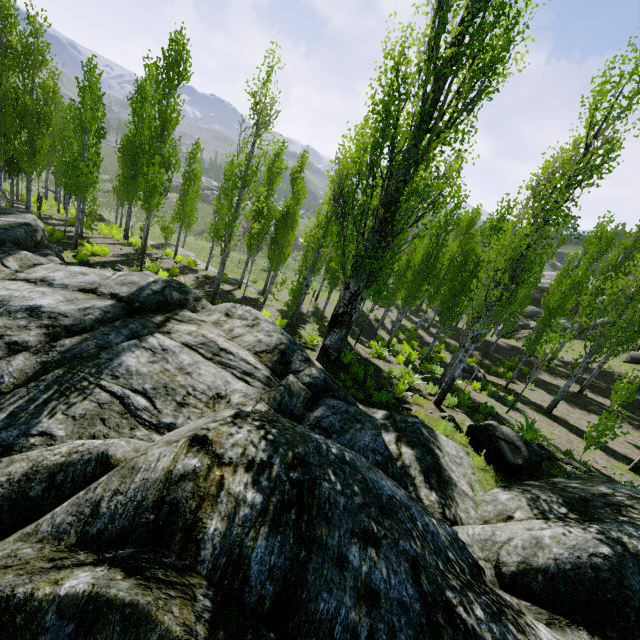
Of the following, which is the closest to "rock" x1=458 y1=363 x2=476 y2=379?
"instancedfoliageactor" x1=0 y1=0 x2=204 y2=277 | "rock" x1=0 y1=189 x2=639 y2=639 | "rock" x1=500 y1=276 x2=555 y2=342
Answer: "instancedfoliageactor" x1=0 y1=0 x2=204 y2=277

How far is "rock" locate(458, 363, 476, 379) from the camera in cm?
1846

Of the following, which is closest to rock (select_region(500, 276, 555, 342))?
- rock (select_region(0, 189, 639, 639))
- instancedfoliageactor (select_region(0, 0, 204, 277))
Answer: instancedfoliageactor (select_region(0, 0, 204, 277))

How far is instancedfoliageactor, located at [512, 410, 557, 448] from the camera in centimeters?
978cm

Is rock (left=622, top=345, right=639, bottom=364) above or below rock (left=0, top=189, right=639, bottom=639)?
above

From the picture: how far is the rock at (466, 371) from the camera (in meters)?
18.46

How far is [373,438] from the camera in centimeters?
623cm

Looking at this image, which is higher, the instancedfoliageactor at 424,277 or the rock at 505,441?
the instancedfoliageactor at 424,277
